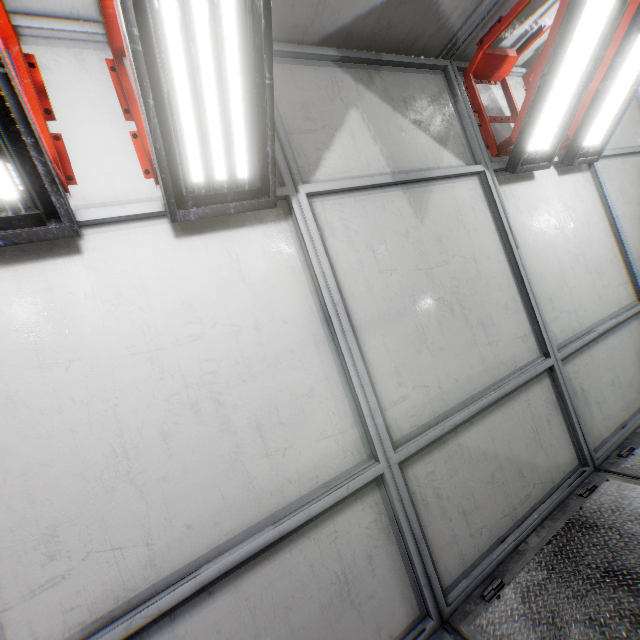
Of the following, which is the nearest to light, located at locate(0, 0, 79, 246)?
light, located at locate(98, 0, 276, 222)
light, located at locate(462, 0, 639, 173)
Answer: light, located at locate(98, 0, 276, 222)

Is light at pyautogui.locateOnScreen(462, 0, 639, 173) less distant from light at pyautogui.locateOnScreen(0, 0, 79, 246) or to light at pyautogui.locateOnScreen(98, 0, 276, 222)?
light at pyautogui.locateOnScreen(98, 0, 276, 222)

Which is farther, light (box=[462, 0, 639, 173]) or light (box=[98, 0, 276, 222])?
light (box=[462, 0, 639, 173])

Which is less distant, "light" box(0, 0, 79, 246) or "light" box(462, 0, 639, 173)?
"light" box(0, 0, 79, 246)

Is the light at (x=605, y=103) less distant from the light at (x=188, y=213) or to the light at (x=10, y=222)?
the light at (x=188, y=213)

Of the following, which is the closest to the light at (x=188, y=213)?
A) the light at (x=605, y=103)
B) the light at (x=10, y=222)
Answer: the light at (x=10, y=222)

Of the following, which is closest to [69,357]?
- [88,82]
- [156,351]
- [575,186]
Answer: [156,351]
